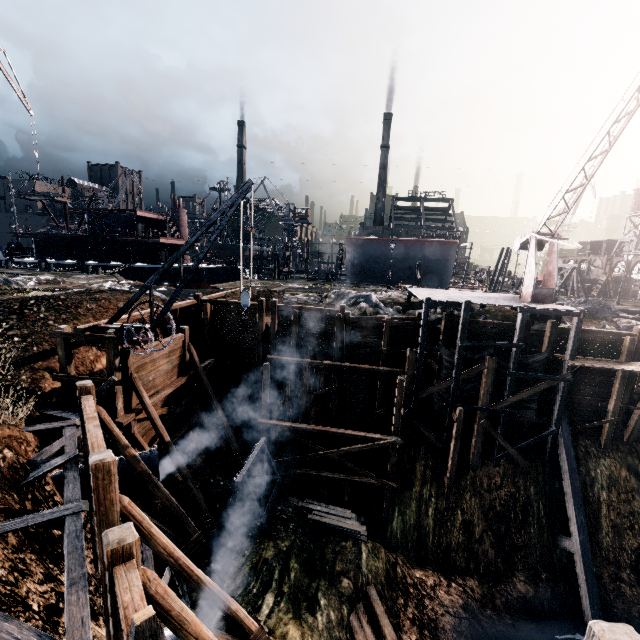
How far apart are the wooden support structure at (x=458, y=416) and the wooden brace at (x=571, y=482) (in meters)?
5.58

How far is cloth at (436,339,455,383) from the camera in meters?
19.4

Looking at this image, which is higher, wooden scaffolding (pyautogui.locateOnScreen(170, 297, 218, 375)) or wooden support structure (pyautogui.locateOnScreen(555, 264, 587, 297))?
wooden support structure (pyautogui.locateOnScreen(555, 264, 587, 297))

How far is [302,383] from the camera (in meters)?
21.98

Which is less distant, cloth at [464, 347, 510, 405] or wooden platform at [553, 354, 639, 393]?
wooden platform at [553, 354, 639, 393]

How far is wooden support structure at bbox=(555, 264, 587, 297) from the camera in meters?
44.5 m

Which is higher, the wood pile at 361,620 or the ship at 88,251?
A: the ship at 88,251

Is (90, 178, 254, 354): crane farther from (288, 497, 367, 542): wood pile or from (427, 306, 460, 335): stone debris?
(288, 497, 367, 542): wood pile
